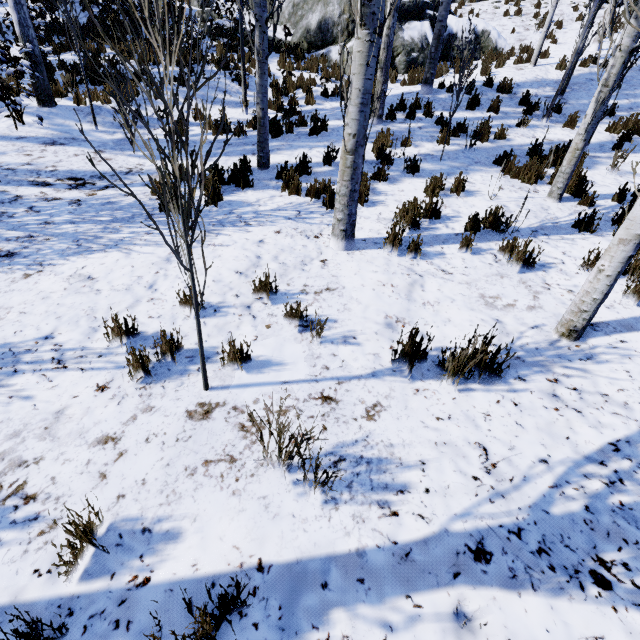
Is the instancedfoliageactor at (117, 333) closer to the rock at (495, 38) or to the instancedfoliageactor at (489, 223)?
the instancedfoliageactor at (489, 223)

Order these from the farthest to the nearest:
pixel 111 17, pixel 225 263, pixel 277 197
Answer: pixel 111 17, pixel 277 197, pixel 225 263

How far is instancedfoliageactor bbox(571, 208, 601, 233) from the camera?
4.7m

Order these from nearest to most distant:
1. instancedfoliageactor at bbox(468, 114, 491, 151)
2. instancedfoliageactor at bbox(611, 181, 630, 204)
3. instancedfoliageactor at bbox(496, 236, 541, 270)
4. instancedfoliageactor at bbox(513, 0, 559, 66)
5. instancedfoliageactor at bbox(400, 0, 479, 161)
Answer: instancedfoliageactor at bbox(496, 236, 541, 270), instancedfoliageactor at bbox(611, 181, 630, 204), instancedfoliageactor at bbox(400, 0, 479, 161), instancedfoliageactor at bbox(468, 114, 491, 151), instancedfoliageactor at bbox(513, 0, 559, 66)

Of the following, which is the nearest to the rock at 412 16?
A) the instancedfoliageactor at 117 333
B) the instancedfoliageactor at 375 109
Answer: the instancedfoliageactor at 375 109

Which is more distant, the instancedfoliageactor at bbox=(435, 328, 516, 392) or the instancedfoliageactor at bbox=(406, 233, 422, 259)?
the instancedfoliageactor at bbox=(406, 233, 422, 259)

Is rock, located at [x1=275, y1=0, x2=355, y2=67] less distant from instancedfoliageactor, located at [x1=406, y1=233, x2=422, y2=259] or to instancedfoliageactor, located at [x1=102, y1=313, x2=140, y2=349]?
instancedfoliageactor, located at [x1=406, y1=233, x2=422, y2=259]
